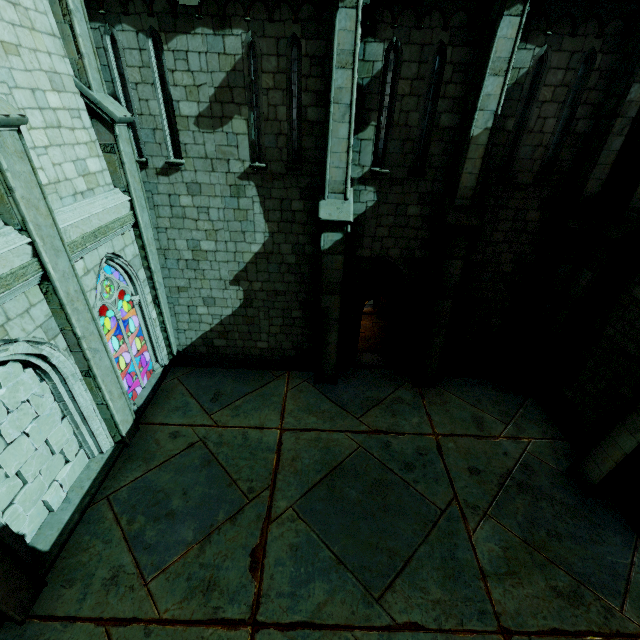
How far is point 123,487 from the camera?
7.3m

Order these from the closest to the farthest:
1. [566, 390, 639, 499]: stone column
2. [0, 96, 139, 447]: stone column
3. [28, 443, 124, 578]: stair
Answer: [0, 96, 139, 447]: stone column < [28, 443, 124, 578]: stair < [566, 390, 639, 499]: stone column

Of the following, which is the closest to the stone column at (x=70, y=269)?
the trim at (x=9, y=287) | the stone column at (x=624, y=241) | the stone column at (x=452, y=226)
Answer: the trim at (x=9, y=287)

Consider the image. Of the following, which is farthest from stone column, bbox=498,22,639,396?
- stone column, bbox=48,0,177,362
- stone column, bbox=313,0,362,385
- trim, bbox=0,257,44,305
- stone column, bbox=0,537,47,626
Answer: stone column, bbox=0,537,47,626

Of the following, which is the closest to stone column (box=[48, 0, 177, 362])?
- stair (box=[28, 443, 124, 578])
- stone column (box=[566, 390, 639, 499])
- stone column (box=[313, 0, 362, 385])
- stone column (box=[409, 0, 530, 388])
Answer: stair (box=[28, 443, 124, 578])

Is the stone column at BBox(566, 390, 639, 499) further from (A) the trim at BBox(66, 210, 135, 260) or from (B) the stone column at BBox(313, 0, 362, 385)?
(A) the trim at BBox(66, 210, 135, 260)

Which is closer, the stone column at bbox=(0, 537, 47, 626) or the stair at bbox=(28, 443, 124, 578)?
the stone column at bbox=(0, 537, 47, 626)

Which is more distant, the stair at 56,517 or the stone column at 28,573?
the stair at 56,517
